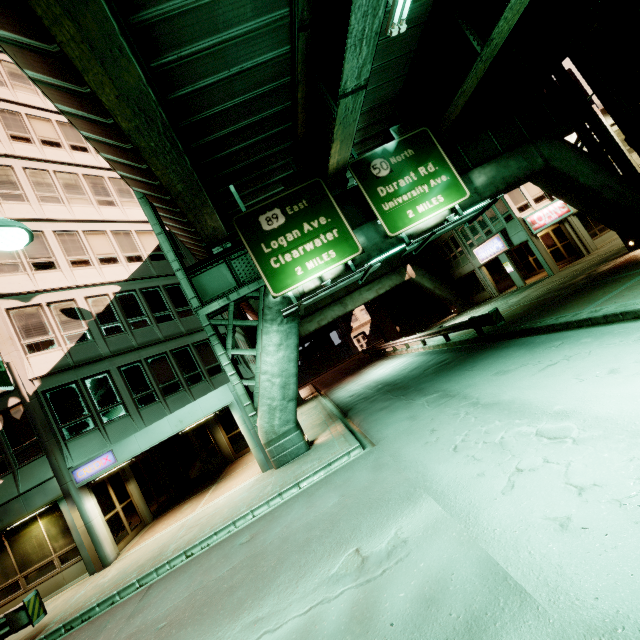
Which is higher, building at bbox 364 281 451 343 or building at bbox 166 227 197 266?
→ building at bbox 166 227 197 266

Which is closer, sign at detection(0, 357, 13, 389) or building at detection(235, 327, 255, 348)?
sign at detection(0, 357, 13, 389)

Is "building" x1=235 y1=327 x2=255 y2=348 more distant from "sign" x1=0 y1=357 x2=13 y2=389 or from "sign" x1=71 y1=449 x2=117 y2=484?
"sign" x1=0 y1=357 x2=13 y2=389

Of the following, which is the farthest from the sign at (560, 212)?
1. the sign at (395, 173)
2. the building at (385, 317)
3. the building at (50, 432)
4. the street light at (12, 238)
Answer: the street light at (12, 238)

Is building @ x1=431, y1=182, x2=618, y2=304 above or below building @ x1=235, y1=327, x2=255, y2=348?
below

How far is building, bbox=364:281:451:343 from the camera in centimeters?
3550cm

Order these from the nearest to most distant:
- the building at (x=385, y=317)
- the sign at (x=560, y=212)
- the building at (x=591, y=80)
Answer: the building at (x=591, y=80), the sign at (x=560, y=212), the building at (x=385, y=317)

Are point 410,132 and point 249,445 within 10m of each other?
no
